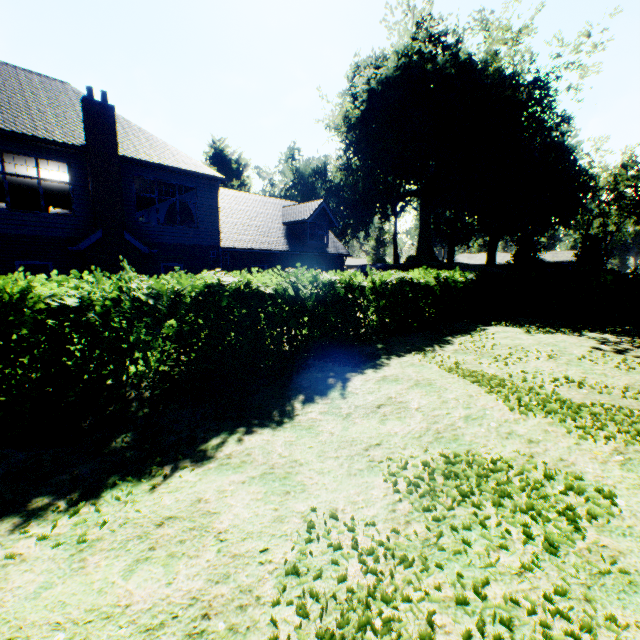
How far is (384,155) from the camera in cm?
4609

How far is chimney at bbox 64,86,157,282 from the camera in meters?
12.3 m

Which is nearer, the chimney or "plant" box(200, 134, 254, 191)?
the chimney

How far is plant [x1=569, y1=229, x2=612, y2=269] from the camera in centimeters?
4203cm

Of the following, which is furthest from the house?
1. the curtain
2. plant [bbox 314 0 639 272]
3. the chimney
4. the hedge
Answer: the curtain

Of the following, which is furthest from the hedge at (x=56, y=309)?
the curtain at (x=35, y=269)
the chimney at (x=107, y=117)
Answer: the curtain at (x=35, y=269)

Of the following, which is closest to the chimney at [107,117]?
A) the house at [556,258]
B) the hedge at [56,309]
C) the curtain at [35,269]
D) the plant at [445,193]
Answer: the curtain at [35,269]

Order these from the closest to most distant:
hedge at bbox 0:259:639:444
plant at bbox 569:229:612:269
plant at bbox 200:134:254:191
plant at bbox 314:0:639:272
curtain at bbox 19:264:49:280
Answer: hedge at bbox 0:259:639:444 < curtain at bbox 19:264:49:280 < plant at bbox 314:0:639:272 < plant at bbox 569:229:612:269 < plant at bbox 200:134:254:191
